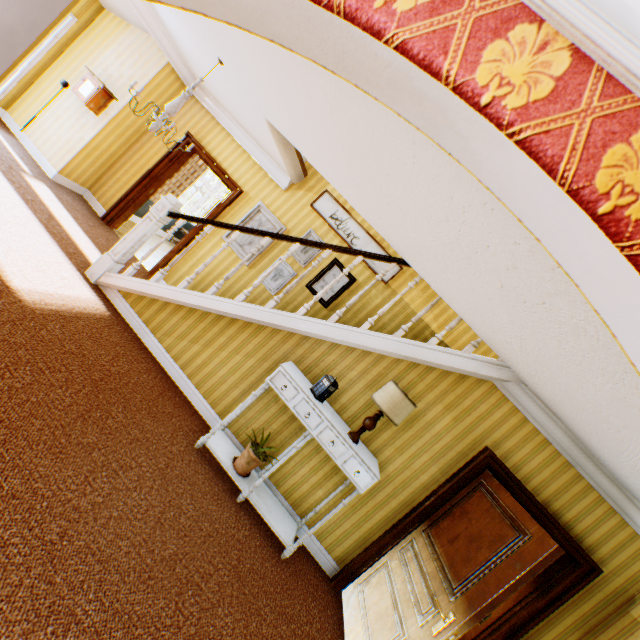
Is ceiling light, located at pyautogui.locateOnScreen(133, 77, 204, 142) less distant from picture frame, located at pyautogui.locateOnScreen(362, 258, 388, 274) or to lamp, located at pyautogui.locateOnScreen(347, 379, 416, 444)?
picture frame, located at pyautogui.locateOnScreen(362, 258, 388, 274)

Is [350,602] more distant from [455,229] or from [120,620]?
[455,229]

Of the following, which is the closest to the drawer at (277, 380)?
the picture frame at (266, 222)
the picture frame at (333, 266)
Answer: the picture frame at (333, 266)

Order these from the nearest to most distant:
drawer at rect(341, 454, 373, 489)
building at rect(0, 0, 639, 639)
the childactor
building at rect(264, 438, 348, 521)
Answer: building at rect(0, 0, 639, 639)
the childactor
drawer at rect(341, 454, 373, 489)
building at rect(264, 438, 348, 521)

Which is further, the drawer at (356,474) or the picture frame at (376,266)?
the picture frame at (376,266)

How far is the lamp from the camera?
3.4m

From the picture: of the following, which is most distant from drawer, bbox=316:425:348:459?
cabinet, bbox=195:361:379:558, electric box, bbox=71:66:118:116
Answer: electric box, bbox=71:66:118:116

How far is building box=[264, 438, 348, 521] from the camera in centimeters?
392cm
